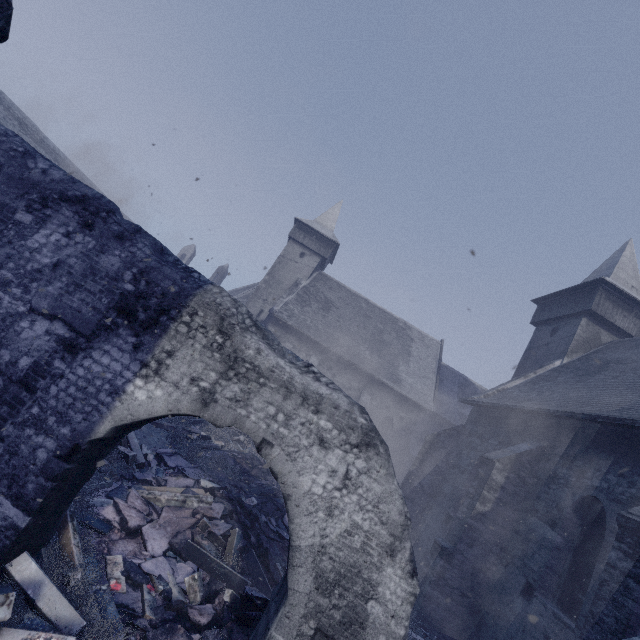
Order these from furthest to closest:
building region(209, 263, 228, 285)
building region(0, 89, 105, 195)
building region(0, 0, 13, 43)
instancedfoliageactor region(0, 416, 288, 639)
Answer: building region(209, 263, 228, 285)
building region(0, 89, 105, 195)
instancedfoliageactor region(0, 416, 288, 639)
building region(0, 0, 13, 43)

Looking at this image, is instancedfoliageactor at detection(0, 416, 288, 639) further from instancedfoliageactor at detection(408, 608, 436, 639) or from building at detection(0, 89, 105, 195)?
instancedfoliageactor at detection(408, 608, 436, 639)

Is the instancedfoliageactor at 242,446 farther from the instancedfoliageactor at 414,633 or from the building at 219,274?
the instancedfoliageactor at 414,633

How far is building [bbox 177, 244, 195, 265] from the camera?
46.1 meters

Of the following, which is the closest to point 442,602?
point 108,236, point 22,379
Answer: point 22,379

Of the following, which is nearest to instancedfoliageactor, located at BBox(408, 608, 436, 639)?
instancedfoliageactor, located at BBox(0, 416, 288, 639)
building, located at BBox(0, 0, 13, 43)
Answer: building, located at BBox(0, 0, 13, 43)

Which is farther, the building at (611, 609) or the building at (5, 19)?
the building at (611, 609)
